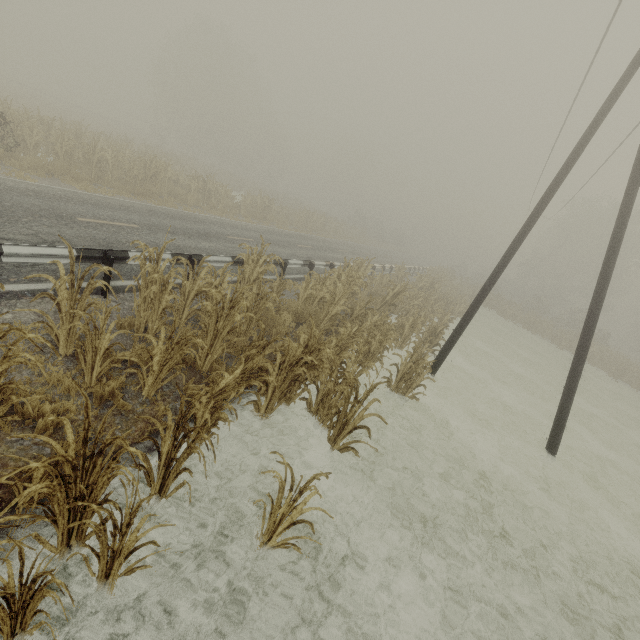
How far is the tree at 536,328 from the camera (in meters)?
30.94

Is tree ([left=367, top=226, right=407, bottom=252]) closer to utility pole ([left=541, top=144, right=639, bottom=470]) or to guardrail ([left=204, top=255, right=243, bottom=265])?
utility pole ([left=541, top=144, right=639, bottom=470])

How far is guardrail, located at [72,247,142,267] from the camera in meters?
6.0

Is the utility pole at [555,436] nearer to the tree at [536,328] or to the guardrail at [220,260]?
the tree at [536,328]

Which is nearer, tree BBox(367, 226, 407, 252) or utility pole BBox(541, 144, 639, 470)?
utility pole BBox(541, 144, 639, 470)

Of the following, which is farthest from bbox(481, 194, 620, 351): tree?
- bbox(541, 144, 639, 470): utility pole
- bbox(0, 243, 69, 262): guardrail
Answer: bbox(0, 243, 69, 262): guardrail

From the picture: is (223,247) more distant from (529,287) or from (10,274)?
(529,287)
